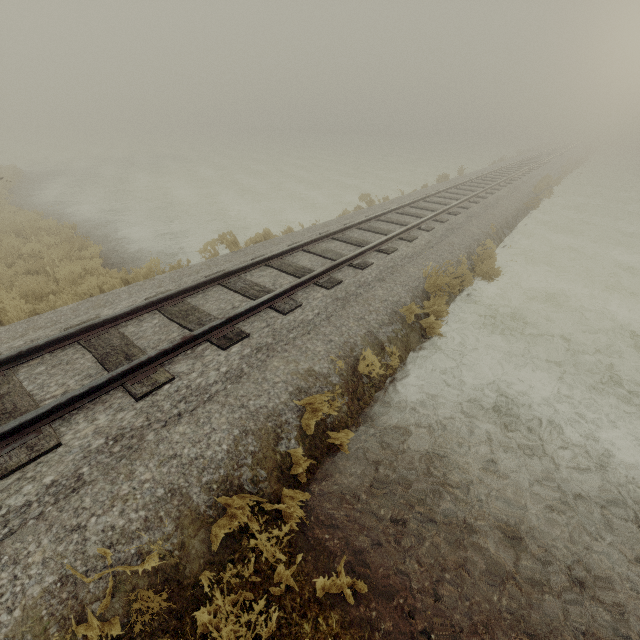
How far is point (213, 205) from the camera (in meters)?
16.83
